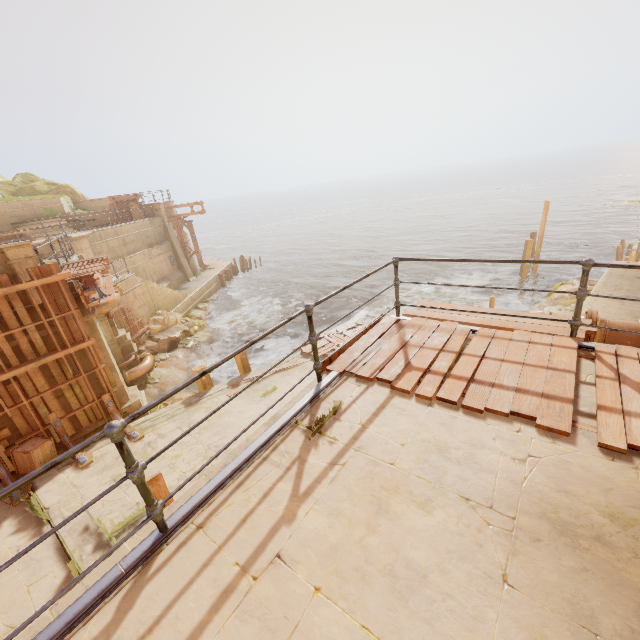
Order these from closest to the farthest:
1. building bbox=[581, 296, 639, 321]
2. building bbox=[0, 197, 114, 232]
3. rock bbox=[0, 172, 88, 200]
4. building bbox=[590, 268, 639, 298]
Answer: building bbox=[581, 296, 639, 321] → building bbox=[590, 268, 639, 298] → building bbox=[0, 197, 114, 232] → rock bbox=[0, 172, 88, 200]

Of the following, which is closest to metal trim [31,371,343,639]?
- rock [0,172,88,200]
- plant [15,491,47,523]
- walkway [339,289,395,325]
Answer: walkway [339,289,395,325]

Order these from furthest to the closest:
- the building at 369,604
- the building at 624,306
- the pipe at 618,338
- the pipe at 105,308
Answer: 1. the pipe at 105,308
2. the building at 624,306
3. the pipe at 618,338
4. the building at 369,604

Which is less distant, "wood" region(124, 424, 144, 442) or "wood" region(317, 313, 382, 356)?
"wood" region(317, 313, 382, 356)

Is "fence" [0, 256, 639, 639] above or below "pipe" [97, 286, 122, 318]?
above

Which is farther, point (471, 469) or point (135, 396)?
point (135, 396)

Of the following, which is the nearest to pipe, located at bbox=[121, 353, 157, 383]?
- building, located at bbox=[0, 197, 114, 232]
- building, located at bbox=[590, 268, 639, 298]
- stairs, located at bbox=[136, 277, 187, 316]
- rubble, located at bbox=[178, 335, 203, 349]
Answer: building, located at bbox=[0, 197, 114, 232]

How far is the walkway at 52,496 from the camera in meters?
6.8 m
